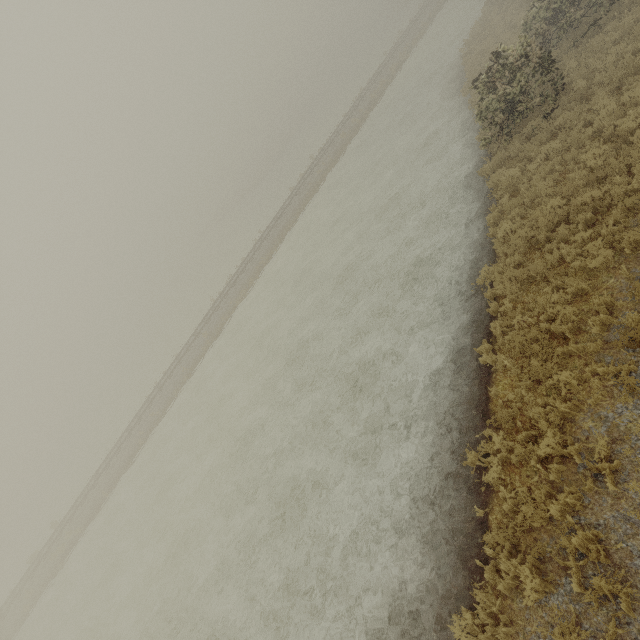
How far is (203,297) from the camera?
42.3m
